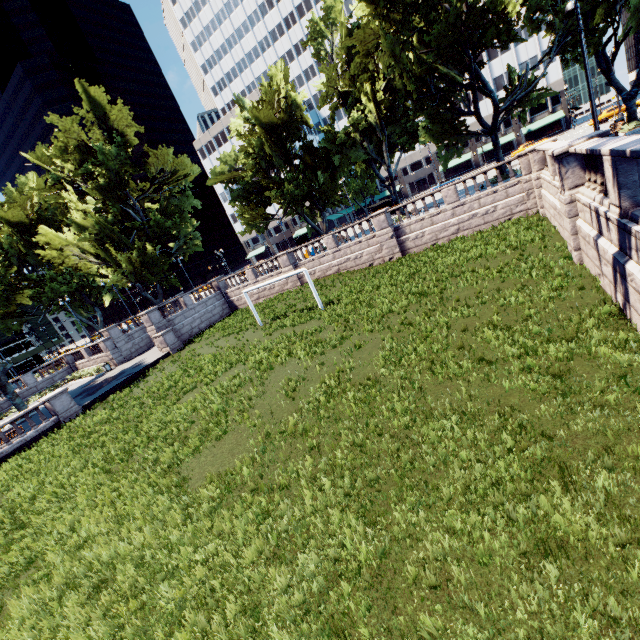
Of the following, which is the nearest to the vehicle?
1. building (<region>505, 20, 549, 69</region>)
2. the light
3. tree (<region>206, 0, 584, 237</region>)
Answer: building (<region>505, 20, 549, 69</region>)

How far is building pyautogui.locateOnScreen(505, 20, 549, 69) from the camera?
57.4 meters

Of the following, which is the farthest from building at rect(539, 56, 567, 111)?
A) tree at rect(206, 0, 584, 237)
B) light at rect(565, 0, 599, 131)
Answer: light at rect(565, 0, 599, 131)

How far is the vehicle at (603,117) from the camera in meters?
41.6

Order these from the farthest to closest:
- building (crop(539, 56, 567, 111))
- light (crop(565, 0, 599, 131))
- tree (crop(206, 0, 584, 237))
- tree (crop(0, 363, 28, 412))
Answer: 1. building (crop(539, 56, 567, 111))
2. tree (crop(0, 363, 28, 412))
3. tree (crop(206, 0, 584, 237))
4. light (crop(565, 0, 599, 131))

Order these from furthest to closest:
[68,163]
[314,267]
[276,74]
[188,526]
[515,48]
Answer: [515,48] → [68,163] → [276,74] → [314,267] → [188,526]

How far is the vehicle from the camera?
41.56m

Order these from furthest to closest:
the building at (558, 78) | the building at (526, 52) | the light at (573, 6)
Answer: the building at (558, 78)
the building at (526, 52)
the light at (573, 6)
